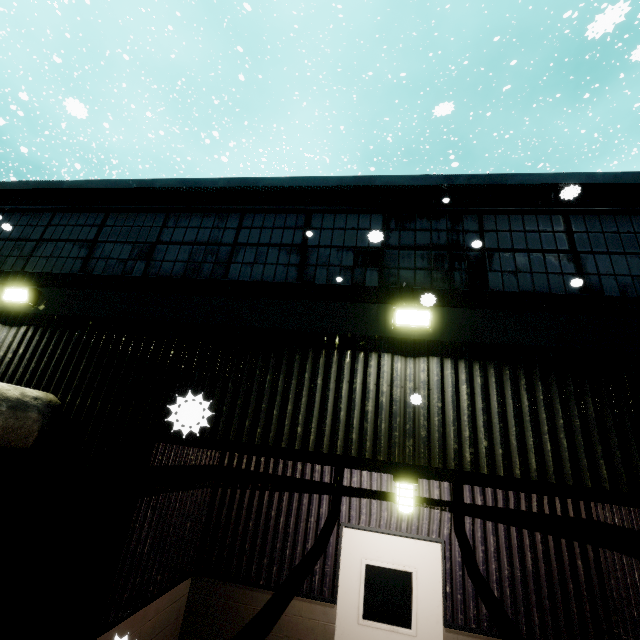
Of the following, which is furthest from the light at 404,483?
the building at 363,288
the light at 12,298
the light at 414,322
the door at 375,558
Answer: the light at 12,298

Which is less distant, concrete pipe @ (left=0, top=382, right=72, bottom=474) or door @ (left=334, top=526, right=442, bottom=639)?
concrete pipe @ (left=0, top=382, right=72, bottom=474)

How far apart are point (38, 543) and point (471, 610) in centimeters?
576cm

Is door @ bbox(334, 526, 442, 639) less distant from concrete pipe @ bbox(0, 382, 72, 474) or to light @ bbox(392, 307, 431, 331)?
concrete pipe @ bbox(0, 382, 72, 474)

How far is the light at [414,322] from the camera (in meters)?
4.05

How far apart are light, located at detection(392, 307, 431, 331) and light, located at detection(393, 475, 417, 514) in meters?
1.8

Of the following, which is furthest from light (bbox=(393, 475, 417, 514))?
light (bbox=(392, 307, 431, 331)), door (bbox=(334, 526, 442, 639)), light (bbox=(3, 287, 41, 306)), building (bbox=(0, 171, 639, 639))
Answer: light (bbox=(3, 287, 41, 306))

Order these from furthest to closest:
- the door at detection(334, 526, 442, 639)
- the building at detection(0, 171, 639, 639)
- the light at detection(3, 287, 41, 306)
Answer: the light at detection(3, 287, 41, 306), the door at detection(334, 526, 442, 639), the building at detection(0, 171, 639, 639)
